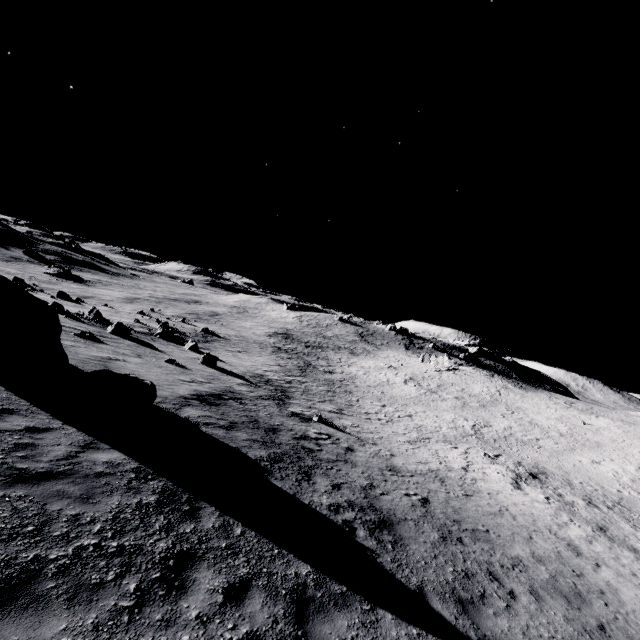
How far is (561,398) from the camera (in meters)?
51.06

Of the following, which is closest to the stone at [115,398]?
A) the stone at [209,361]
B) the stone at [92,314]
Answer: the stone at [209,361]

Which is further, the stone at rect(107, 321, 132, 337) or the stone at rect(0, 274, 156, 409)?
the stone at rect(107, 321, 132, 337)

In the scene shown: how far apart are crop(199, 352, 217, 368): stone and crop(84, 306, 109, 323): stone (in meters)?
14.00

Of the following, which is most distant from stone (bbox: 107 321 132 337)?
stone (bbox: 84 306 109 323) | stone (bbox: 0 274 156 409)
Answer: stone (bbox: 0 274 156 409)

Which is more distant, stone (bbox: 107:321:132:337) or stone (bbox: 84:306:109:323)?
stone (bbox: 84:306:109:323)

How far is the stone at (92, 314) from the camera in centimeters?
3216cm

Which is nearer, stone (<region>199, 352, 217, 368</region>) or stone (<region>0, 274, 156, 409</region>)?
stone (<region>0, 274, 156, 409</region>)
